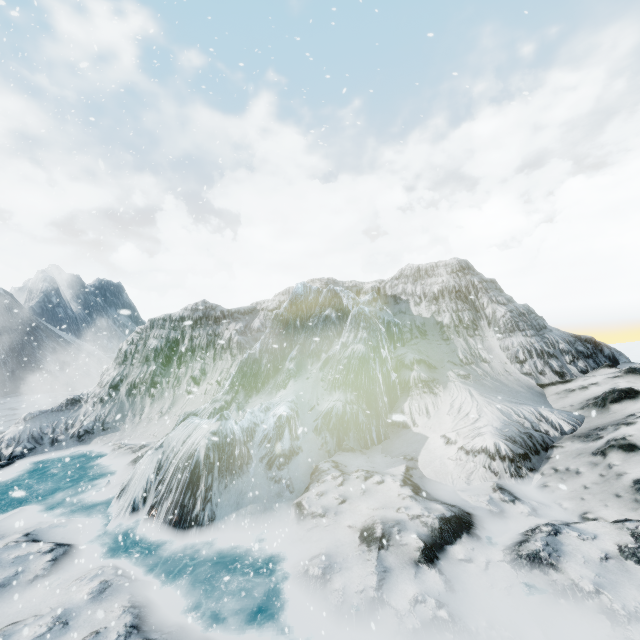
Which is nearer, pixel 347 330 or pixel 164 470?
pixel 164 470
